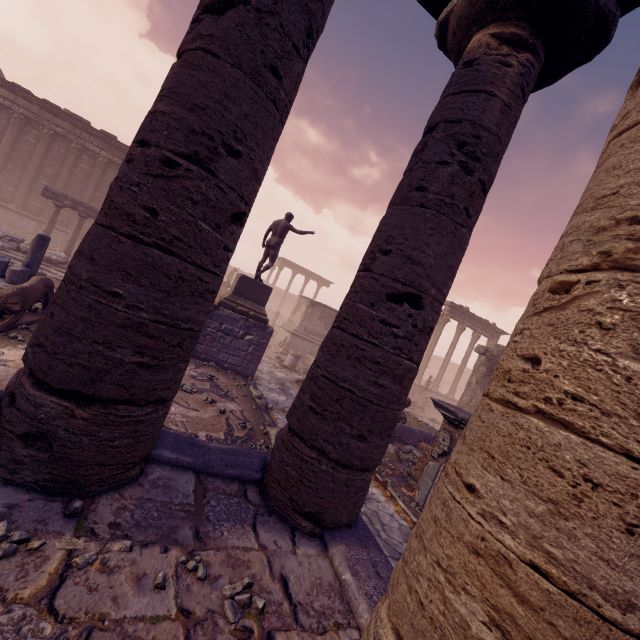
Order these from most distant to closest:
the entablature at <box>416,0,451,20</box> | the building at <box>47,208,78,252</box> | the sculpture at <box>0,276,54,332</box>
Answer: the building at <box>47,208,78,252</box> < the sculpture at <box>0,276,54,332</box> < the entablature at <box>416,0,451,20</box>

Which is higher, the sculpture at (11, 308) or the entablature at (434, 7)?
the entablature at (434, 7)

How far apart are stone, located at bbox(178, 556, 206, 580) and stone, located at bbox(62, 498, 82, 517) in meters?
0.8

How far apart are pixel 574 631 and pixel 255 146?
3.0m

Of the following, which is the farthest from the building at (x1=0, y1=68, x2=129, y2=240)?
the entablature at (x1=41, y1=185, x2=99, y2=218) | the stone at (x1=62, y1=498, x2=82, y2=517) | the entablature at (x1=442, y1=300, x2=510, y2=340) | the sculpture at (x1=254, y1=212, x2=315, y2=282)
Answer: the stone at (x1=62, y1=498, x2=82, y2=517)

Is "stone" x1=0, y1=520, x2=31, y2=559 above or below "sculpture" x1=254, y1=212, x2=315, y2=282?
below

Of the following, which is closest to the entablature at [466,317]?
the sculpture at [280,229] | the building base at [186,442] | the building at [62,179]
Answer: the sculpture at [280,229]

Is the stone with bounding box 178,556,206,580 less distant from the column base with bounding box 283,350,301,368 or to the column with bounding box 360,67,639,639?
the column with bounding box 360,67,639,639
